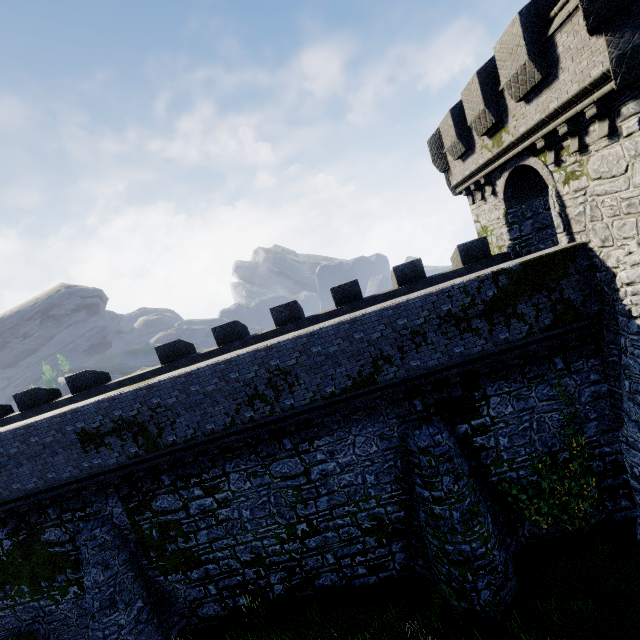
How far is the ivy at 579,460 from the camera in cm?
1126

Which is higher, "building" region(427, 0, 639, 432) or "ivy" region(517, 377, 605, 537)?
"building" region(427, 0, 639, 432)

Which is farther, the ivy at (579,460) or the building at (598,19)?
the ivy at (579,460)

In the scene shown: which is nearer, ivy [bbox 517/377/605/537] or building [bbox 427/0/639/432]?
building [bbox 427/0/639/432]

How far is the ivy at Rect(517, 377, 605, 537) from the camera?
11.3m

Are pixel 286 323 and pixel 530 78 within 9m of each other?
no
